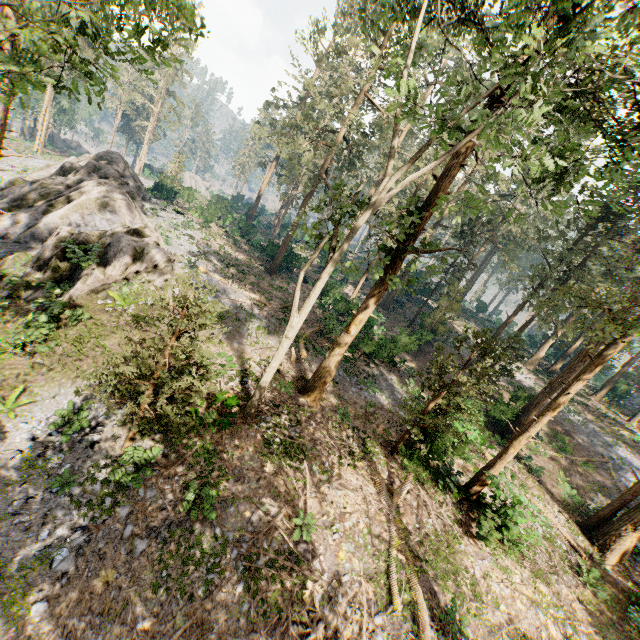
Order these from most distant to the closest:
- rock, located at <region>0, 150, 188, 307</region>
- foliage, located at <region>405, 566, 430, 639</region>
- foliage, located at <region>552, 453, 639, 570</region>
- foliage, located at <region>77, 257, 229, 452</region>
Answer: foliage, located at <region>552, 453, 639, 570</region> < rock, located at <region>0, 150, 188, 307</region> < foliage, located at <region>405, 566, 430, 639</region> < foliage, located at <region>77, 257, 229, 452</region>

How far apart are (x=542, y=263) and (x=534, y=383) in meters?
13.8 m

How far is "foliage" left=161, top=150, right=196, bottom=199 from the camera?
40.5m

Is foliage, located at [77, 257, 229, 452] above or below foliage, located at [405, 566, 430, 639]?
above

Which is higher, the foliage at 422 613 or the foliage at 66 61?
the foliage at 66 61

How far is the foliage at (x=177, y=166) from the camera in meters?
40.5

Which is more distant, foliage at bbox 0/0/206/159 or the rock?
the rock
